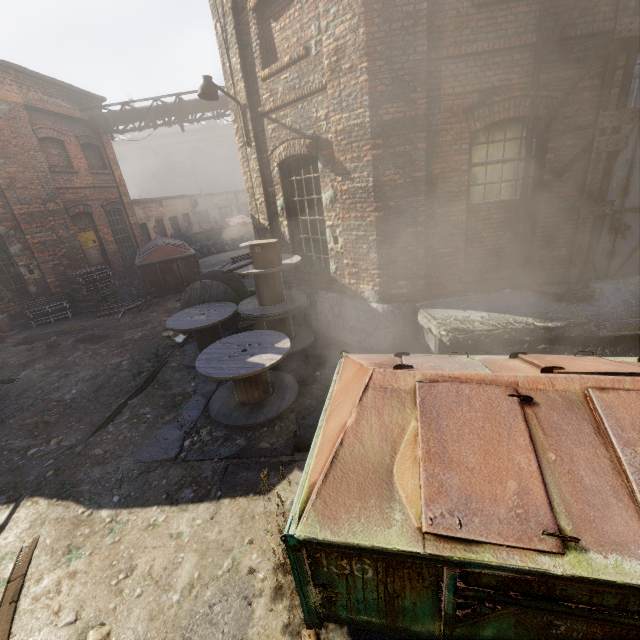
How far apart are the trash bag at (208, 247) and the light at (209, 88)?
13.1m

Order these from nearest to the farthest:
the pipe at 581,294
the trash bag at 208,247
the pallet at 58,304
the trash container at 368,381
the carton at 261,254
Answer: the trash container at 368,381 → the pipe at 581,294 → the carton at 261,254 → the pallet at 58,304 → the trash bag at 208,247

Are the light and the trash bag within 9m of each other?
no

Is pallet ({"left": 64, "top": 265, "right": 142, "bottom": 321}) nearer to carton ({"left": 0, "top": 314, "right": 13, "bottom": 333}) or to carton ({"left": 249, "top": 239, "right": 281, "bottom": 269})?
carton ({"left": 0, "top": 314, "right": 13, "bottom": 333})

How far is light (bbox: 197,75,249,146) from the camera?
6.4 meters

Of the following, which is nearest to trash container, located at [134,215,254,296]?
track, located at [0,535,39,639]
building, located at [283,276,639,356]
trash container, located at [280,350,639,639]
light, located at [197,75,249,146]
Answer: building, located at [283,276,639,356]

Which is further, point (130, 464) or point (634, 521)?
point (130, 464)

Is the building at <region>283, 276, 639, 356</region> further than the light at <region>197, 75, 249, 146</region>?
No
